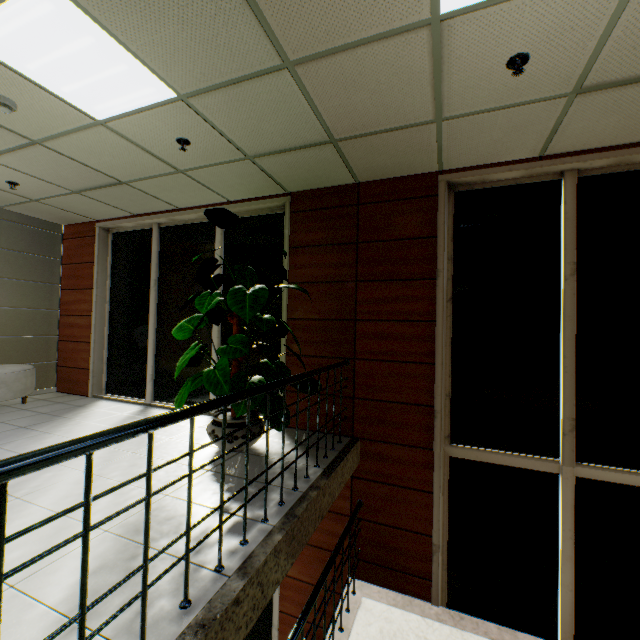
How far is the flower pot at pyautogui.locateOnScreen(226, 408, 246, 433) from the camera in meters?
3.4

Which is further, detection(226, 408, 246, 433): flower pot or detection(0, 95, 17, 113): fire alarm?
detection(226, 408, 246, 433): flower pot

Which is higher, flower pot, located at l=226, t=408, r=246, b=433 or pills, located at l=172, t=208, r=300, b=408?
pills, located at l=172, t=208, r=300, b=408

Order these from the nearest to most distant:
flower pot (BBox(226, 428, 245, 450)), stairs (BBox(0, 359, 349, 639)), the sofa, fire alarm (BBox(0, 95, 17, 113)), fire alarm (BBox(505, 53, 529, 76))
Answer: stairs (BBox(0, 359, 349, 639))
fire alarm (BBox(505, 53, 529, 76))
fire alarm (BBox(0, 95, 17, 113))
flower pot (BBox(226, 428, 245, 450))
the sofa

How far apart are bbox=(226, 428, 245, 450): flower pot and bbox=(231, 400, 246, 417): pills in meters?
0.4 m

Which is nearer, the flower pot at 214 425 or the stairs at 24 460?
the stairs at 24 460

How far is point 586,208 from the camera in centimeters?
343cm

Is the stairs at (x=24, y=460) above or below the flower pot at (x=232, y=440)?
above
